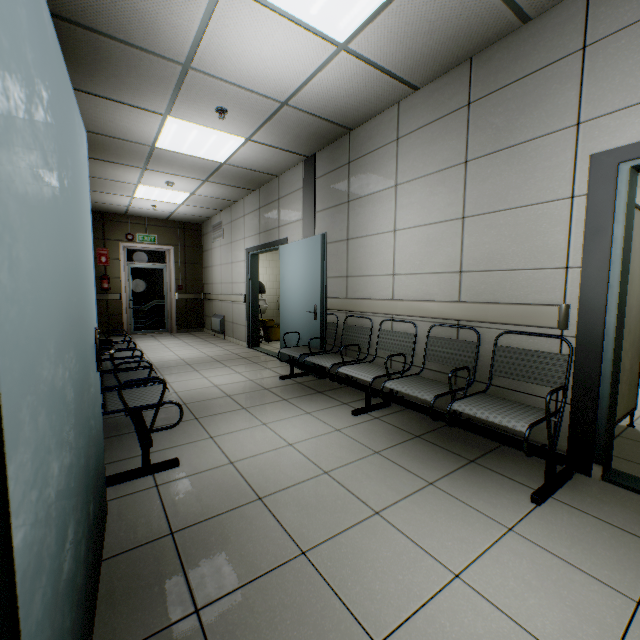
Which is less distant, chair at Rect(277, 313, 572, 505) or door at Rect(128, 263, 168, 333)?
chair at Rect(277, 313, 572, 505)

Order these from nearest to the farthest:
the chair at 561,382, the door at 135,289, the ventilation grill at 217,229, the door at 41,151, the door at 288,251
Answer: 1. the door at 41,151
2. the chair at 561,382
3. the door at 288,251
4. the ventilation grill at 217,229
5. the door at 135,289

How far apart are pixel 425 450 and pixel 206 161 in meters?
5.0 m

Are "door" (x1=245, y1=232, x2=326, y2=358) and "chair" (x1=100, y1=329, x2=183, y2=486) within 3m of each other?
yes

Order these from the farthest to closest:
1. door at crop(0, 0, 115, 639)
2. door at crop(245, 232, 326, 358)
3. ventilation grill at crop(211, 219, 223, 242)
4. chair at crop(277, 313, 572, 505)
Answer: ventilation grill at crop(211, 219, 223, 242) < door at crop(245, 232, 326, 358) < chair at crop(277, 313, 572, 505) < door at crop(0, 0, 115, 639)

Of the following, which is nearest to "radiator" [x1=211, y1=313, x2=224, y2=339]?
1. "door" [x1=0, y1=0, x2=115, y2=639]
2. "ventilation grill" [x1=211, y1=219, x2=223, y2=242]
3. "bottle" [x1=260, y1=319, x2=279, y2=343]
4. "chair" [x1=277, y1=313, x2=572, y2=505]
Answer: "bottle" [x1=260, y1=319, x2=279, y2=343]

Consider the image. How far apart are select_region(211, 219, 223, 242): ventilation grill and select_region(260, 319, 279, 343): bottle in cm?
212

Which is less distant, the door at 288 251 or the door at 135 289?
the door at 288 251
